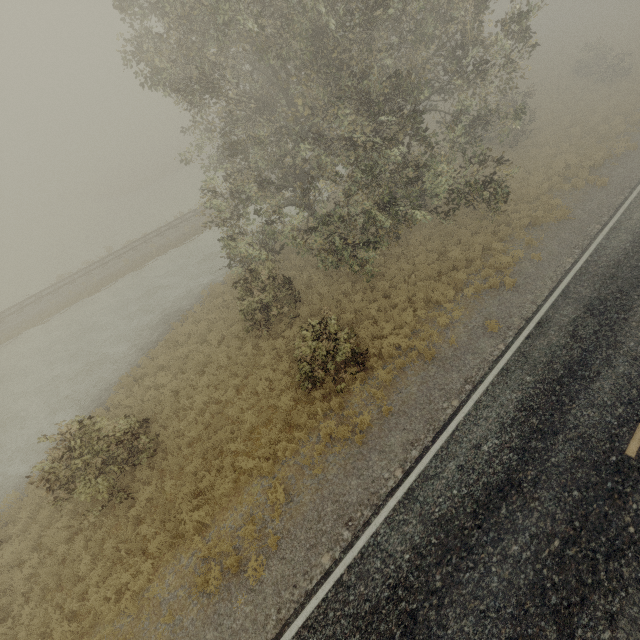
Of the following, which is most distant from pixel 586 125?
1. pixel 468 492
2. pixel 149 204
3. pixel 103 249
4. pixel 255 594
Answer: pixel 149 204
